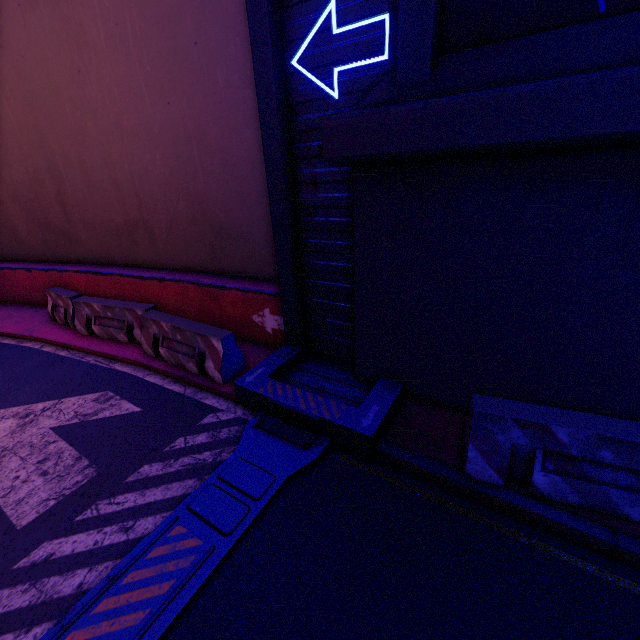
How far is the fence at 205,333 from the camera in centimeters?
579cm

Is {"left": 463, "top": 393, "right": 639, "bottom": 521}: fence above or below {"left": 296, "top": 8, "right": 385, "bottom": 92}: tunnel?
below

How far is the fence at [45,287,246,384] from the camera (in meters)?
5.79

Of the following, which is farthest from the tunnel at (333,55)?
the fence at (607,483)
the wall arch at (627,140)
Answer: the fence at (607,483)

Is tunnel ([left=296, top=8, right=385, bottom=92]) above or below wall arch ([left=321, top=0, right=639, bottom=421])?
above

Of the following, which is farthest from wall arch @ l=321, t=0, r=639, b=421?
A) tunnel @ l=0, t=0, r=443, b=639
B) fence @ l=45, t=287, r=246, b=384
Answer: fence @ l=45, t=287, r=246, b=384

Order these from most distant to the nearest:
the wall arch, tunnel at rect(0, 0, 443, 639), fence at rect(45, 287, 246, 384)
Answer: fence at rect(45, 287, 246, 384) < tunnel at rect(0, 0, 443, 639) < the wall arch

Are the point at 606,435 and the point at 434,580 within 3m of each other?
yes
